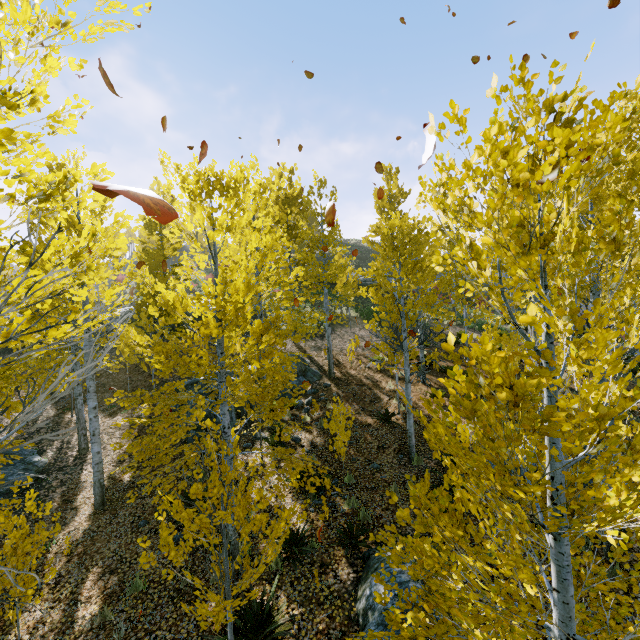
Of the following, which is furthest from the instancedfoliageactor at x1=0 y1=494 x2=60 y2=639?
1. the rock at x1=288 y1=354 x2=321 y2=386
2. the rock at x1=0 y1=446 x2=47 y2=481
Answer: the rock at x1=0 y1=446 x2=47 y2=481

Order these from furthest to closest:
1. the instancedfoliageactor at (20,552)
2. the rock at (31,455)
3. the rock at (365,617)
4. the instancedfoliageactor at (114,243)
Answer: the rock at (31,455), the rock at (365,617), the instancedfoliageactor at (20,552), the instancedfoliageactor at (114,243)

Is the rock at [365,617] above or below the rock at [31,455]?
below

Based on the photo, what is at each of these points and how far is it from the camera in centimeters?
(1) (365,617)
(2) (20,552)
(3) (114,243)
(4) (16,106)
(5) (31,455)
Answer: (1) rock, 542cm
(2) instancedfoliageactor, 573cm
(3) instancedfoliageactor, 258cm
(4) instancedfoliageactor, 173cm
(5) rock, 1171cm

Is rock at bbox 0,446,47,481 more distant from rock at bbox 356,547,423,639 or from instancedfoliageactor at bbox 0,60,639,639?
rock at bbox 356,547,423,639

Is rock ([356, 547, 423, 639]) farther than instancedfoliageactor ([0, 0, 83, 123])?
Yes
